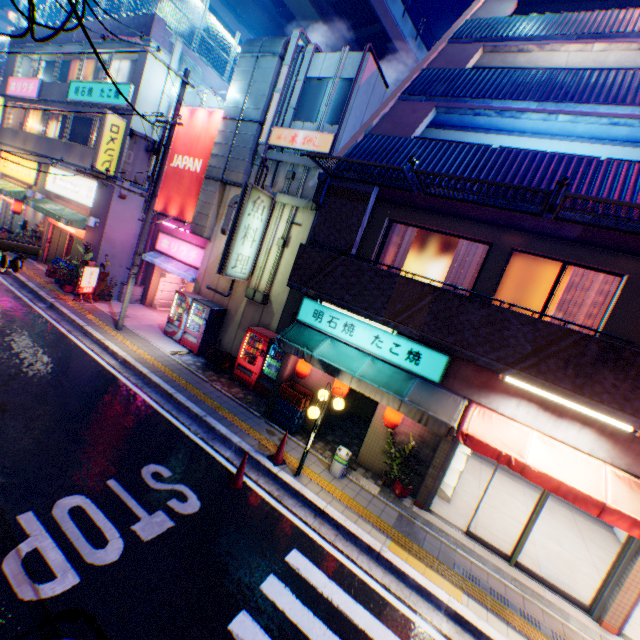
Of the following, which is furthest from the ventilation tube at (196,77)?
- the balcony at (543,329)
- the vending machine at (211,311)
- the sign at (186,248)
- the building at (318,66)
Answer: the balcony at (543,329)

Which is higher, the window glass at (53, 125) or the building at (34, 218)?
the window glass at (53, 125)

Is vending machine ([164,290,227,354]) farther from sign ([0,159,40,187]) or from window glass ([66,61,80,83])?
sign ([0,159,40,187])

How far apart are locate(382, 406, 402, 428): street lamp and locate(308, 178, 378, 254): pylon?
3.56m

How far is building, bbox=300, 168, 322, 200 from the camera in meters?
11.8

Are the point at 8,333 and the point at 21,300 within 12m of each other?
yes

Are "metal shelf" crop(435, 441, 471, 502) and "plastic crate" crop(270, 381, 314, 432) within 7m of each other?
yes

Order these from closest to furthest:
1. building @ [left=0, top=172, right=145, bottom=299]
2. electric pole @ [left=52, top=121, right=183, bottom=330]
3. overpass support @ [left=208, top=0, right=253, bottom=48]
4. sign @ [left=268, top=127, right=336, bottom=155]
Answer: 1. electric pole @ [left=52, top=121, right=183, bottom=330]
2. sign @ [left=268, top=127, right=336, bottom=155]
3. building @ [left=0, top=172, right=145, bottom=299]
4. overpass support @ [left=208, top=0, right=253, bottom=48]
